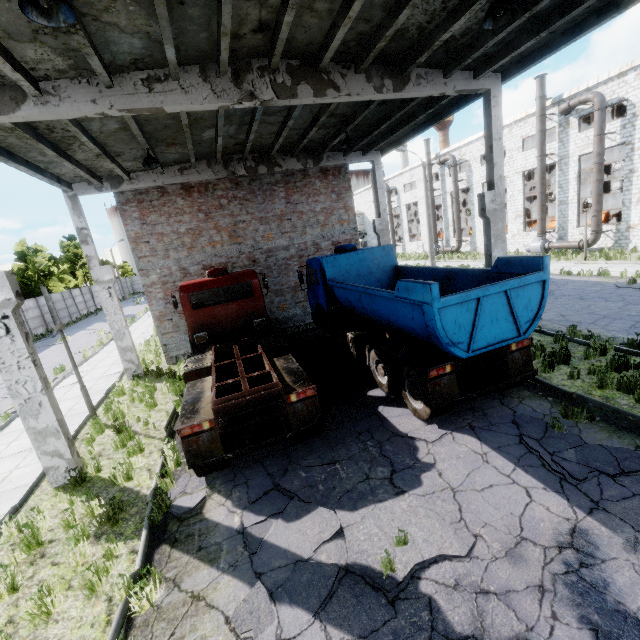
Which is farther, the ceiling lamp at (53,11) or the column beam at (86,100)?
the column beam at (86,100)

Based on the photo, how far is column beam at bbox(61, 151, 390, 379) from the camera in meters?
12.4 m

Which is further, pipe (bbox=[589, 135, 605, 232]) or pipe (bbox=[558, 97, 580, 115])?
pipe (bbox=[558, 97, 580, 115])

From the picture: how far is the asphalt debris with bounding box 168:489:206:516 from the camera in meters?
5.8 m

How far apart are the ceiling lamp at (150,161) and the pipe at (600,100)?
26.4m

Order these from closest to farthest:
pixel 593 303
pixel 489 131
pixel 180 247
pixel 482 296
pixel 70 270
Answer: pixel 482 296 → pixel 489 131 → pixel 593 303 → pixel 180 247 → pixel 70 270

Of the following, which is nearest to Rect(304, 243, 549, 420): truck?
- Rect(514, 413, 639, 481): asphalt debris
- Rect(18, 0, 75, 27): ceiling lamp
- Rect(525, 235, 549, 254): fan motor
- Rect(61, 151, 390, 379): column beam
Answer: Rect(514, 413, 639, 481): asphalt debris

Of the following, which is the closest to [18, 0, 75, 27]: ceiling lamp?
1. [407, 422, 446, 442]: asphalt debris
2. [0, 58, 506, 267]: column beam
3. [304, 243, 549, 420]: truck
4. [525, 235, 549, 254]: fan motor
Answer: [0, 58, 506, 267]: column beam
